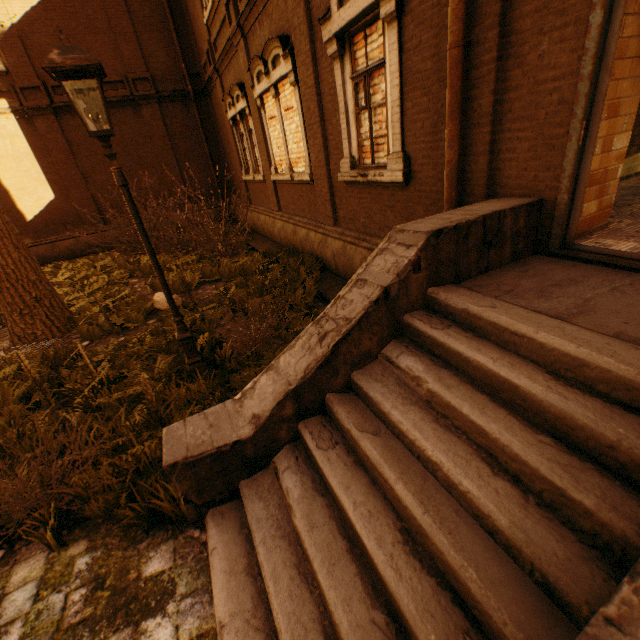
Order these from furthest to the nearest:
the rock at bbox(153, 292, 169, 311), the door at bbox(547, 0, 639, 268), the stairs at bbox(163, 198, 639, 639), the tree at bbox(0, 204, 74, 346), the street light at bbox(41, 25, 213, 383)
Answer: the rock at bbox(153, 292, 169, 311)
the tree at bbox(0, 204, 74, 346)
the street light at bbox(41, 25, 213, 383)
the door at bbox(547, 0, 639, 268)
the stairs at bbox(163, 198, 639, 639)

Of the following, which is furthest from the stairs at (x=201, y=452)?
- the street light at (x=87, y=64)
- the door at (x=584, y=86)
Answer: the street light at (x=87, y=64)

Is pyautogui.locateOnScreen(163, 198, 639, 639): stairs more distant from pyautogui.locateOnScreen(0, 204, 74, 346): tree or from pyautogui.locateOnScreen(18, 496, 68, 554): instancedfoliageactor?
pyautogui.locateOnScreen(0, 204, 74, 346): tree

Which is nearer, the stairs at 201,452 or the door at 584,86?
the stairs at 201,452

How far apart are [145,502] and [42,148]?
17.0 meters

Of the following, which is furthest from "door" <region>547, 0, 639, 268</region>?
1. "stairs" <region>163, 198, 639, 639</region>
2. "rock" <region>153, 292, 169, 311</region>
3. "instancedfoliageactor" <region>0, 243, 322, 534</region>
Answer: "rock" <region>153, 292, 169, 311</region>

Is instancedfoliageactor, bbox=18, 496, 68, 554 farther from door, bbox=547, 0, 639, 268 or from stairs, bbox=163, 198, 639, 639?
door, bbox=547, 0, 639, 268

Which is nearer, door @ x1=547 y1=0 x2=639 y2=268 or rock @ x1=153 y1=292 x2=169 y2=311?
door @ x1=547 y1=0 x2=639 y2=268
